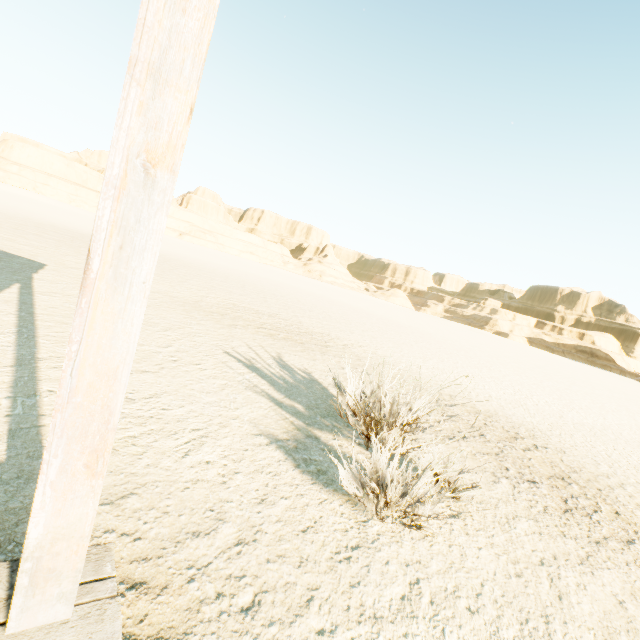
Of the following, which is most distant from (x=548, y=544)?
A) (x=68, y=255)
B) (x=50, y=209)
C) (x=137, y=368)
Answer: (x=50, y=209)
